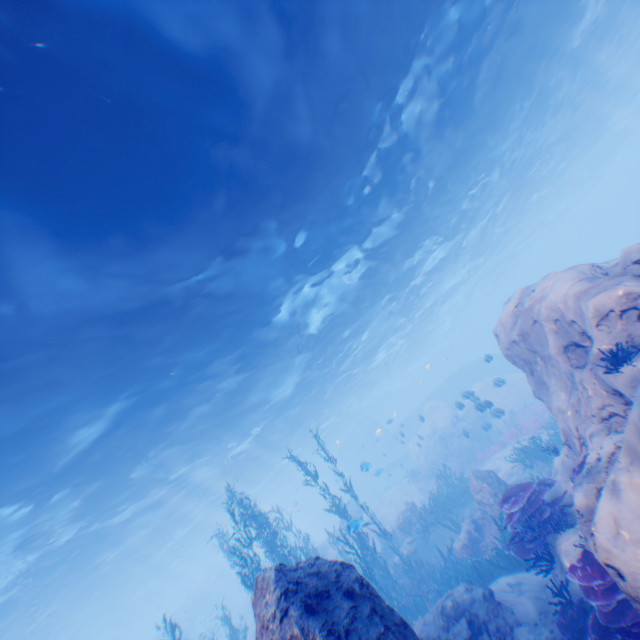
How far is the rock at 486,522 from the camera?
12.3m

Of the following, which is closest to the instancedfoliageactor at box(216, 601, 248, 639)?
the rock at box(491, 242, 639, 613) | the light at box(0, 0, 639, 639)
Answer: the rock at box(491, 242, 639, 613)

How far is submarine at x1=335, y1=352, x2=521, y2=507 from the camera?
37.56m

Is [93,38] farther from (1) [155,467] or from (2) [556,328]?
(1) [155,467]

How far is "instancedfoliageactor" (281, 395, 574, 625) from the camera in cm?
727

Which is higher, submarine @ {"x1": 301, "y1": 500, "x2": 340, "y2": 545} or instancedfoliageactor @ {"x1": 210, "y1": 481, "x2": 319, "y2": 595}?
instancedfoliageactor @ {"x1": 210, "y1": 481, "x2": 319, "y2": 595}

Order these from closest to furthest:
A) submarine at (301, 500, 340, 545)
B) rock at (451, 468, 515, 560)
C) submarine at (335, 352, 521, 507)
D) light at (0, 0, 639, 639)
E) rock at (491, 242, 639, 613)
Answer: rock at (491, 242, 639, 613) → light at (0, 0, 639, 639) → rock at (451, 468, 515, 560) → submarine at (335, 352, 521, 507) → submarine at (301, 500, 340, 545)

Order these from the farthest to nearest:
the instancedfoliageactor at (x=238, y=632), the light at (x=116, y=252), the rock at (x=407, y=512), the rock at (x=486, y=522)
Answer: the rock at (x=407, y=512), the instancedfoliageactor at (x=238, y=632), the rock at (x=486, y=522), the light at (x=116, y=252)
